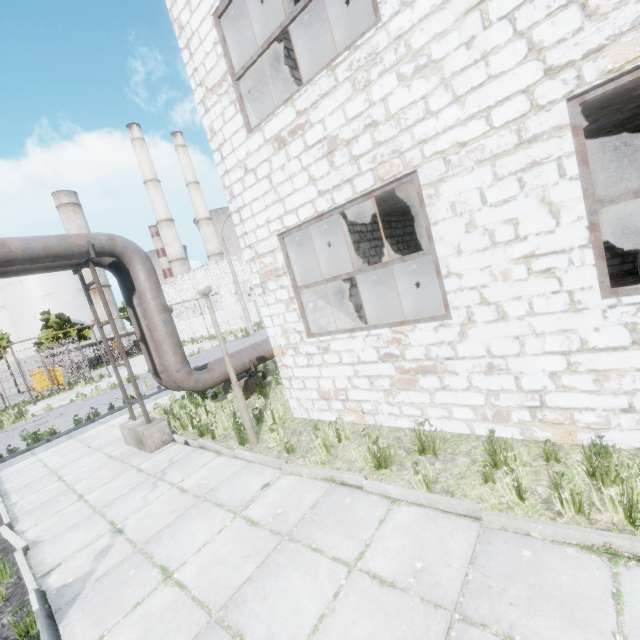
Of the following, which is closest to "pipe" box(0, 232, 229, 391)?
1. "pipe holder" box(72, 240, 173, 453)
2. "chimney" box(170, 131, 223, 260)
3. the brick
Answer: "pipe holder" box(72, 240, 173, 453)

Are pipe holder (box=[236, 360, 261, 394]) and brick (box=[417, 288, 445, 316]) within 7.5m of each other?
yes

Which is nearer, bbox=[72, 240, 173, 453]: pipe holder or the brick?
bbox=[72, 240, 173, 453]: pipe holder

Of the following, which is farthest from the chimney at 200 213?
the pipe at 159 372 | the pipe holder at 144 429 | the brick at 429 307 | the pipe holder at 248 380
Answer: the pipe holder at 144 429

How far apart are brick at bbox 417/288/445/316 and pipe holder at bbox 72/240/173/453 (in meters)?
9.00

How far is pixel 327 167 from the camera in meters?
5.1

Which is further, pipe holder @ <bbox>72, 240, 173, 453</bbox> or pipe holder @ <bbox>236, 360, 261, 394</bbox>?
pipe holder @ <bbox>236, 360, 261, 394</bbox>

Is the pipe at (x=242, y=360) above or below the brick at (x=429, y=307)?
above
